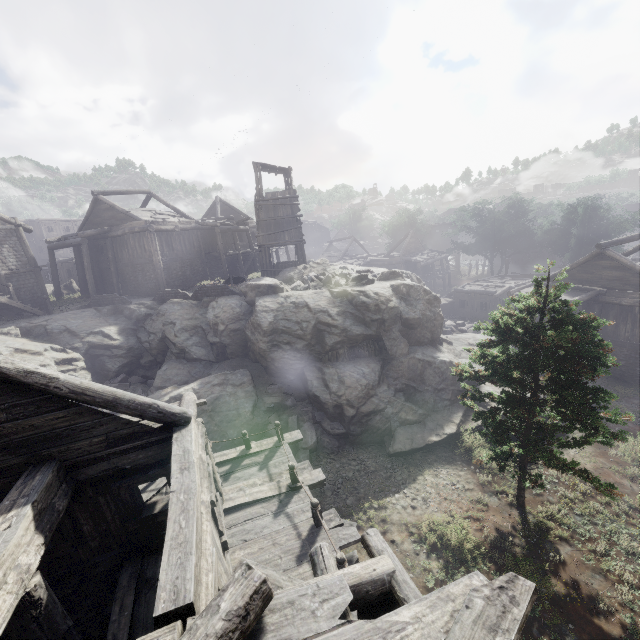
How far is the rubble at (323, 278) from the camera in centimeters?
1917cm

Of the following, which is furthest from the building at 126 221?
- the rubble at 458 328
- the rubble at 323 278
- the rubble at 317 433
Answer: the rubble at 323 278

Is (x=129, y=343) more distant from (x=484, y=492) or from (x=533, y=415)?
(x=533, y=415)

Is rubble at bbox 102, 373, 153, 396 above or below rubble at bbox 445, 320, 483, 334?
above

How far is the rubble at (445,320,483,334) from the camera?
25.8 meters

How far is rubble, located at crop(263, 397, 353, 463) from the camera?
14.1m

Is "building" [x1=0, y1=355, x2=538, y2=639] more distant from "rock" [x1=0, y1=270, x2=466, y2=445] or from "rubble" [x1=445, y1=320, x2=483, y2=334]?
"rubble" [x1=445, y1=320, x2=483, y2=334]

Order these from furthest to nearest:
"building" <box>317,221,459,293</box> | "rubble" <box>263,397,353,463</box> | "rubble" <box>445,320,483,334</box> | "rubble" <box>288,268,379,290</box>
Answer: "building" <box>317,221,459,293</box>
"rubble" <box>445,320,483,334</box>
"rubble" <box>288,268,379,290</box>
"rubble" <box>263,397,353,463</box>
